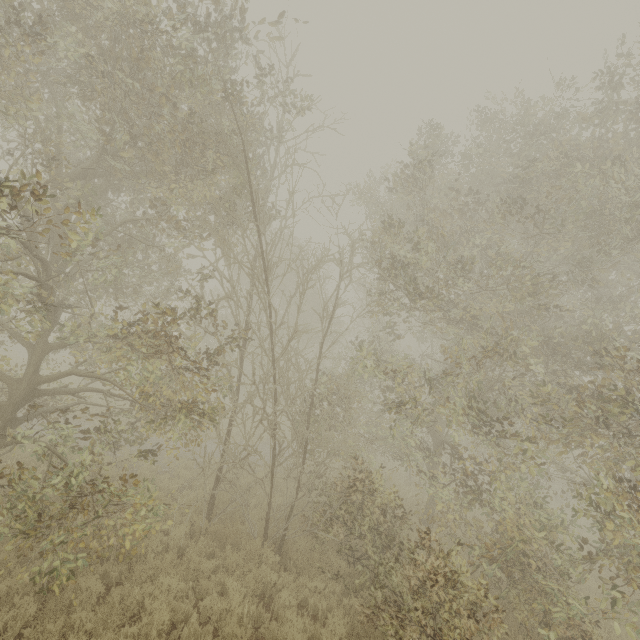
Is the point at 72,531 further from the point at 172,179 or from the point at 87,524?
the point at 172,179
